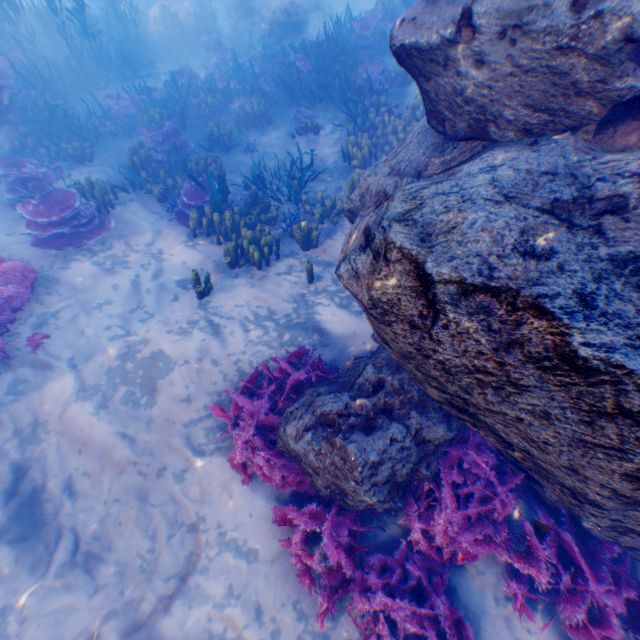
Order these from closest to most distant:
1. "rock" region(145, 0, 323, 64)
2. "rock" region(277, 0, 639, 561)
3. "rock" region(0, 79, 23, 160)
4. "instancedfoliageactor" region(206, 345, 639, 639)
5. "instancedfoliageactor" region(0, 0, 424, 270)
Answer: "rock" region(277, 0, 639, 561) < "instancedfoliageactor" region(206, 345, 639, 639) < "instancedfoliageactor" region(0, 0, 424, 270) < "rock" region(0, 79, 23, 160) < "rock" region(145, 0, 323, 64)

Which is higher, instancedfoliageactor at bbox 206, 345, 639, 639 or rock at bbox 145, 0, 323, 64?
rock at bbox 145, 0, 323, 64

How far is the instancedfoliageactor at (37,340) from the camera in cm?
551

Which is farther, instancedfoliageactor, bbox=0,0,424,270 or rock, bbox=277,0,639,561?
instancedfoliageactor, bbox=0,0,424,270

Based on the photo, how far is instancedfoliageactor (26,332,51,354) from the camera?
5.5 meters

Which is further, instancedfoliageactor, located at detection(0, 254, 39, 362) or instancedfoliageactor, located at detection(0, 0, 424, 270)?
instancedfoliageactor, located at detection(0, 0, 424, 270)

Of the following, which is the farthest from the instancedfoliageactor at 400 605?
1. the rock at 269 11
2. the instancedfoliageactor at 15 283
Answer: the instancedfoliageactor at 15 283

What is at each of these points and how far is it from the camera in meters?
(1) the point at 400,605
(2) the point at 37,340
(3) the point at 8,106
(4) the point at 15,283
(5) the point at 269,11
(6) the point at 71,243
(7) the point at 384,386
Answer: (1) instancedfoliageactor, 3.6 m
(2) instancedfoliageactor, 5.6 m
(3) rock, 8.6 m
(4) instancedfoliageactor, 6.0 m
(5) rock, 16.1 m
(6) instancedfoliageactor, 6.9 m
(7) rock, 4.1 m
